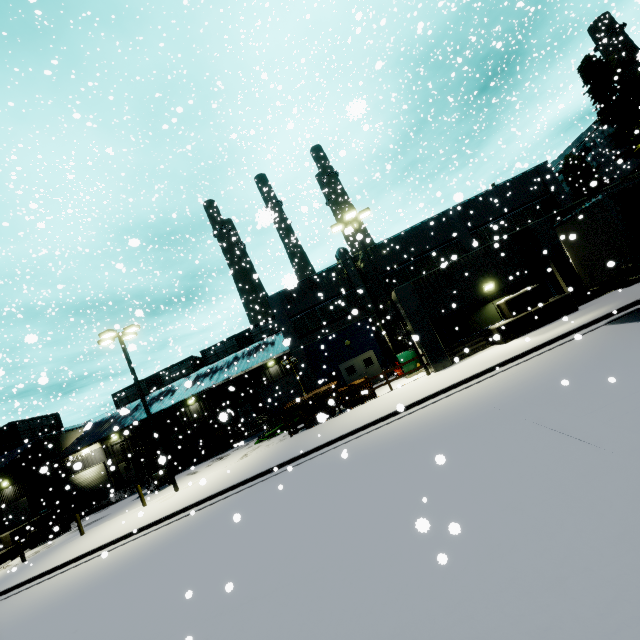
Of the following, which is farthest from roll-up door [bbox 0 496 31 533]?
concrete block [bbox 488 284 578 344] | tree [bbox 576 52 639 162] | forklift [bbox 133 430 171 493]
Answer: tree [bbox 576 52 639 162]

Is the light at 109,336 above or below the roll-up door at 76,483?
above

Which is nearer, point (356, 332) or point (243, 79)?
point (243, 79)

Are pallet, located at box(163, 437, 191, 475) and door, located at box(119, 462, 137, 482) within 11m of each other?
yes

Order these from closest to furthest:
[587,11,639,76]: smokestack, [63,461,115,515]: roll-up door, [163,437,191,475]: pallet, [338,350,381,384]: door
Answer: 1. [338,350,381,384]: door
2. [163,437,191,475]: pallet
3. [63,461,115,515]: roll-up door
4. [587,11,639,76]: smokestack

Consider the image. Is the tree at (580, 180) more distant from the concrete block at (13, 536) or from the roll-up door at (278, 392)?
the concrete block at (13, 536)

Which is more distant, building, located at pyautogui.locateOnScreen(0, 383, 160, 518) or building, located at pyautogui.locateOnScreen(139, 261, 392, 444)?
building, located at pyautogui.locateOnScreen(0, 383, 160, 518)

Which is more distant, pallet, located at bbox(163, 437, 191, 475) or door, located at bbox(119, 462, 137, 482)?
door, located at bbox(119, 462, 137, 482)
